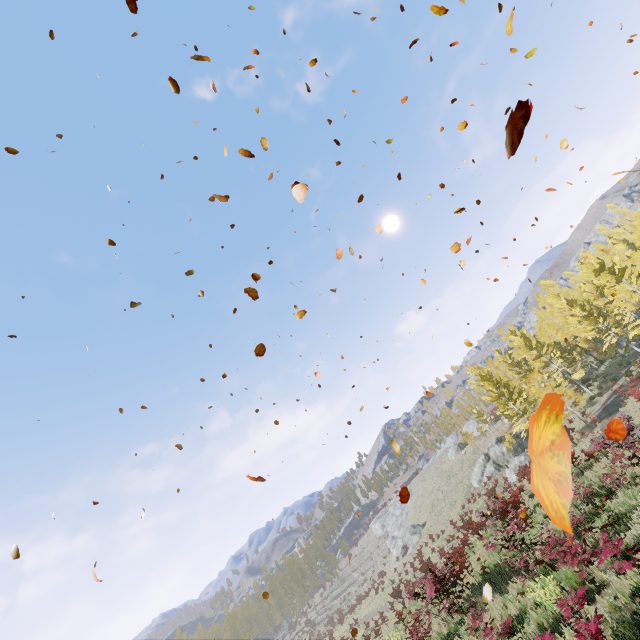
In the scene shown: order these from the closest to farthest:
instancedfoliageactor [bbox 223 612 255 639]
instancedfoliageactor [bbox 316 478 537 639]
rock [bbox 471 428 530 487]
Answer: instancedfoliageactor [bbox 316 478 537 639] → rock [bbox 471 428 530 487] → instancedfoliageactor [bbox 223 612 255 639]

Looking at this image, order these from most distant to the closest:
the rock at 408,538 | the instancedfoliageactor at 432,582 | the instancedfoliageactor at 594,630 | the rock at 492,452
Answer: the rock at 408,538 → the rock at 492,452 → the instancedfoliageactor at 432,582 → the instancedfoliageactor at 594,630

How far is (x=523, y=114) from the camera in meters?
2.0 m

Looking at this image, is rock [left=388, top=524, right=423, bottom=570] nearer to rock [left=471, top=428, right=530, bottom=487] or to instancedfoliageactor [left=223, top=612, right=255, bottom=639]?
rock [left=471, top=428, right=530, bottom=487]

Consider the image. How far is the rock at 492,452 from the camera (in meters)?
33.78

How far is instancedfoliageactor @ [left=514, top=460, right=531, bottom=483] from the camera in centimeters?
2386cm

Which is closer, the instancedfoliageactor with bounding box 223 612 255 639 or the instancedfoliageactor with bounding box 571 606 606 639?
the instancedfoliageactor with bounding box 571 606 606 639
